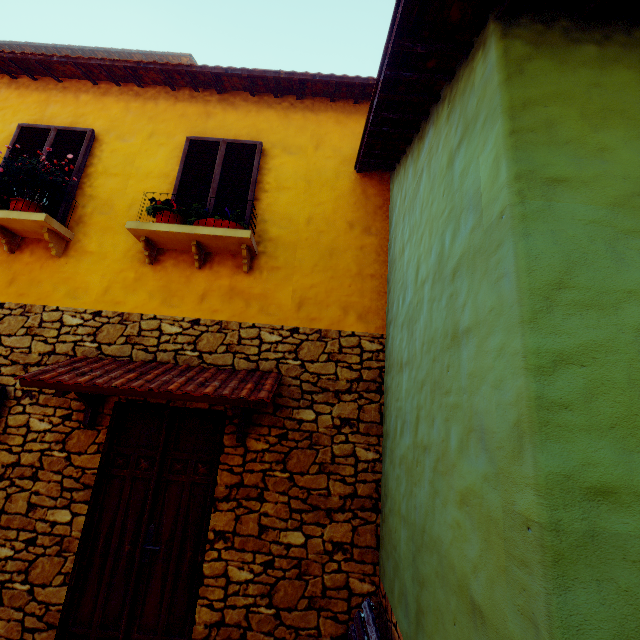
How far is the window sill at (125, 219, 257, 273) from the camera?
3.8m

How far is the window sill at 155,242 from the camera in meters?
3.8 m

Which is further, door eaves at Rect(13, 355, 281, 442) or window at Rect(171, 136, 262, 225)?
window at Rect(171, 136, 262, 225)

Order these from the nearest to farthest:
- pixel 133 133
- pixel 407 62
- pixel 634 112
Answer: pixel 634 112 < pixel 407 62 < pixel 133 133

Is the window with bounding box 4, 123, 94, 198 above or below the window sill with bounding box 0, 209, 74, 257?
above

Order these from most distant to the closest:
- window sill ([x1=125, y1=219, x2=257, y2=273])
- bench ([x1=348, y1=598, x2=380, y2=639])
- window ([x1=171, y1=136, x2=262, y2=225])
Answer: window ([x1=171, y1=136, x2=262, y2=225]) → window sill ([x1=125, y1=219, x2=257, y2=273]) → bench ([x1=348, y1=598, x2=380, y2=639])

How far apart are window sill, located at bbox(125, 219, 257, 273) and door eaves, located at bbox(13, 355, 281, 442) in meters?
1.2 m

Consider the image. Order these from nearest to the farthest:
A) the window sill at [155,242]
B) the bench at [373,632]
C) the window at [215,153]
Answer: the bench at [373,632], the window sill at [155,242], the window at [215,153]
